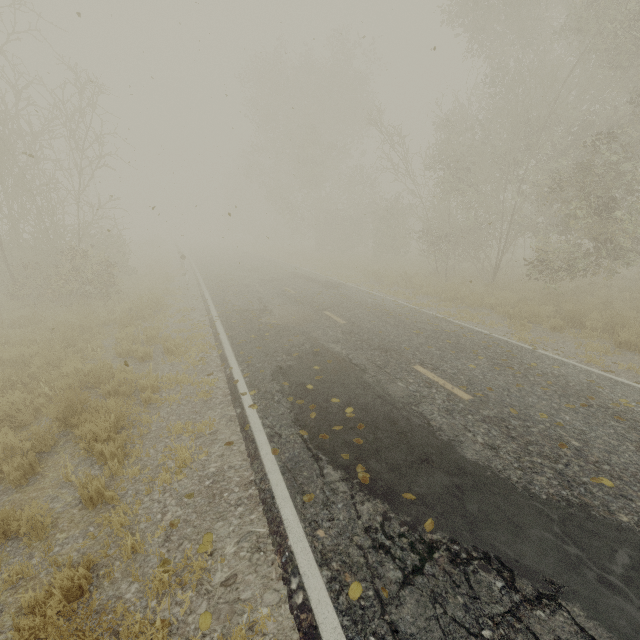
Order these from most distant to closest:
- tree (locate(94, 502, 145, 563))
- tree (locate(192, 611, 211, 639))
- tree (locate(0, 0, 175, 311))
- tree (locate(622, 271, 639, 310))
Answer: tree (locate(0, 0, 175, 311))
tree (locate(622, 271, 639, 310))
tree (locate(94, 502, 145, 563))
tree (locate(192, 611, 211, 639))

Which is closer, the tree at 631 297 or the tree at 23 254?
the tree at 631 297

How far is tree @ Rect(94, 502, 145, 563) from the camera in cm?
333

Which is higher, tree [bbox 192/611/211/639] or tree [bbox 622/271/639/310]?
tree [bbox 622/271/639/310]

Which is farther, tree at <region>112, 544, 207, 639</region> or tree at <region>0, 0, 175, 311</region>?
tree at <region>0, 0, 175, 311</region>

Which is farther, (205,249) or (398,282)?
(205,249)

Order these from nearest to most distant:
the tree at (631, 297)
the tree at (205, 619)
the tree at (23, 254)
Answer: the tree at (205, 619), the tree at (631, 297), the tree at (23, 254)
